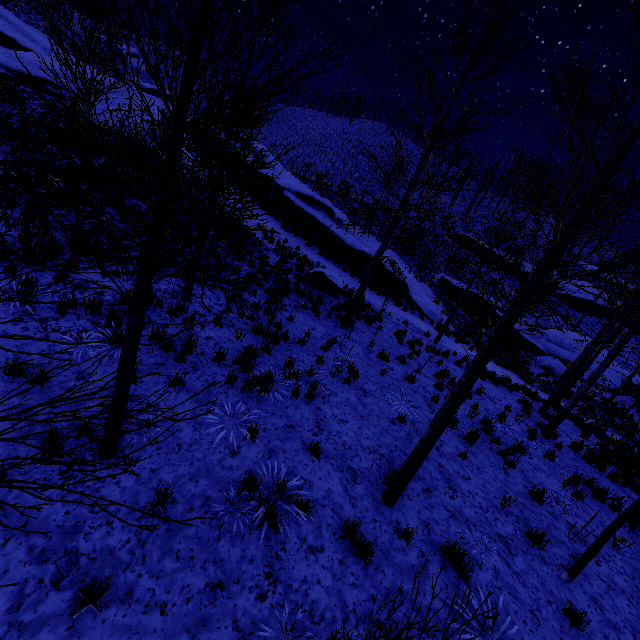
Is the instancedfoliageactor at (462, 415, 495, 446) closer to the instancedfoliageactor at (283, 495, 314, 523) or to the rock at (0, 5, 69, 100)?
the instancedfoliageactor at (283, 495, 314, 523)

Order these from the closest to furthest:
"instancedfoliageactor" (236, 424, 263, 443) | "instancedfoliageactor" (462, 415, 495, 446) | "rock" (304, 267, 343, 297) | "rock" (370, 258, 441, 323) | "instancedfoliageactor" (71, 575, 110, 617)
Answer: "instancedfoliageactor" (71, 575, 110, 617), "instancedfoliageactor" (236, 424, 263, 443), "instancedfoliageactor" (462, 415, 495, 446), "rock" (304, 267, 343, 297), "rock" (370, 258, 441, 323)

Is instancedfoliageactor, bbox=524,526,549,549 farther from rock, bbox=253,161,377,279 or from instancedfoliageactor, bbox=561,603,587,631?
rock, bbox=253,161,377,279

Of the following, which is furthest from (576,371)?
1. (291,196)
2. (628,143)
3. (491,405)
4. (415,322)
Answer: (291,196)

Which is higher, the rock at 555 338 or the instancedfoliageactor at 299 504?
the rock at 555 338

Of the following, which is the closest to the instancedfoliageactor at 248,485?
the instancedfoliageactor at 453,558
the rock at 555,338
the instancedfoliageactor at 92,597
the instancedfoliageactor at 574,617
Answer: the instancedfoliageactor at 92,597

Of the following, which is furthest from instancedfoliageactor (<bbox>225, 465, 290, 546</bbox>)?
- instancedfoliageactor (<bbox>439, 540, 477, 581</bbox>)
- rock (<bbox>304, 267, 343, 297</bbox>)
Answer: rock (<bbox>304, 267, 343, 297</bbox>)

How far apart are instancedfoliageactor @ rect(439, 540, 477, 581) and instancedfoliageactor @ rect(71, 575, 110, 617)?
4.67m
